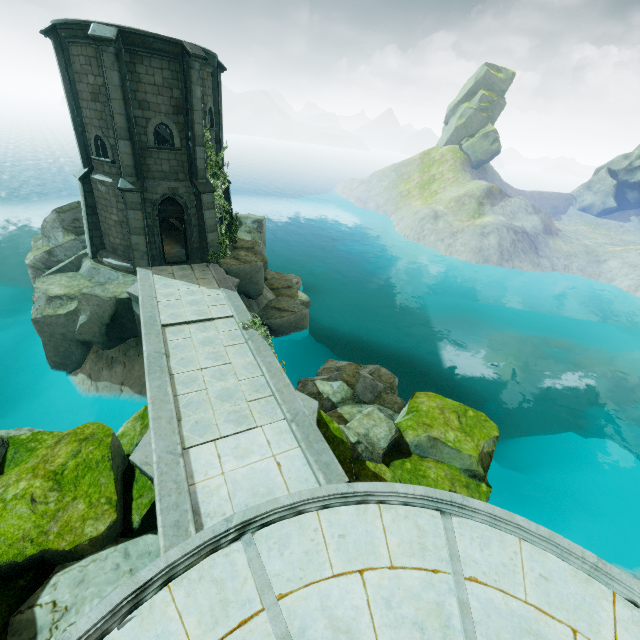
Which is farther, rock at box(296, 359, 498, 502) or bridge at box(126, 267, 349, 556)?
rock at box(296, 359, 498, 502)

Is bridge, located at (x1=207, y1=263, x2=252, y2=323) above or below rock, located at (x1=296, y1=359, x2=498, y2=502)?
above

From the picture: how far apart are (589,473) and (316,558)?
16.63m

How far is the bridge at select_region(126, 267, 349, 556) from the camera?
7.0m

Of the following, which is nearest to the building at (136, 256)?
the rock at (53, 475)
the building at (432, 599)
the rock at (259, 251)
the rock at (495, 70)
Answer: the rock at (259, 251)

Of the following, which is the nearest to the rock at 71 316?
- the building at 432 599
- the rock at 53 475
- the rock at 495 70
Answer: the rock at 53 475

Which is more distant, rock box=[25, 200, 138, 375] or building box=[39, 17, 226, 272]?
rock box=[25, 200, 138, 375]

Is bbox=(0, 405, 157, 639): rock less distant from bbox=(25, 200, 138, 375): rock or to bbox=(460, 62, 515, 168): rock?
bbox=(25, 200, 138, 375): rock
